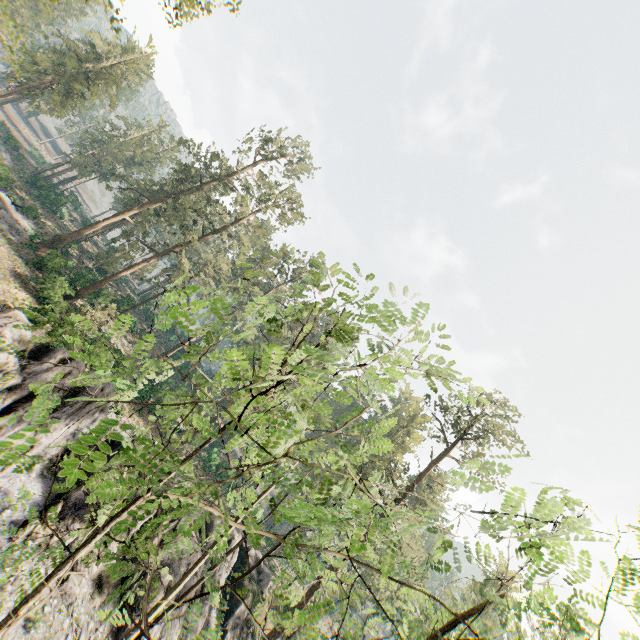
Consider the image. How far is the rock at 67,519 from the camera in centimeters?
1767cm

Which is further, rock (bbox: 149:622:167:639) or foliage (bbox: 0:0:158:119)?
rock (bbox: 149:622:167:639)

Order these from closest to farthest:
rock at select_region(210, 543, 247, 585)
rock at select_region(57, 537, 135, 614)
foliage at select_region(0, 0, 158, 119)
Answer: foliage at select_region(0, 0, 158, 119)
rock at select_region(57, 537, 135, 614)
rock at select_region(210, 543, 247, 585)

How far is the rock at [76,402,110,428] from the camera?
20.2m

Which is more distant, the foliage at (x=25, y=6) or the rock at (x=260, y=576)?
the rock at (x=260, y=576)

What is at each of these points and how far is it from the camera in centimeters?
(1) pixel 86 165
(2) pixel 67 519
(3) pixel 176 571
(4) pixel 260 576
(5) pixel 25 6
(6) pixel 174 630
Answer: (1) foliage, 5766cm
(2) rock, 1806cm
(3) rock, 2158cm
(4) rock, 3130cm
(5) foliage, 5400cm
(6) rock, 2091cm

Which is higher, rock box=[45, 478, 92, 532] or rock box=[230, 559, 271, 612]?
rock box=[230, 559, 271, 612]
